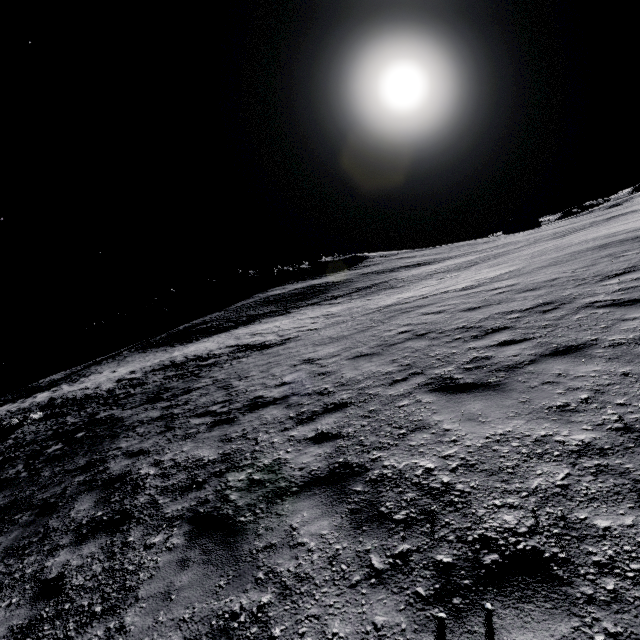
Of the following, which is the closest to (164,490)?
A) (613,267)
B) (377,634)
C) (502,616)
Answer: (377,634)
